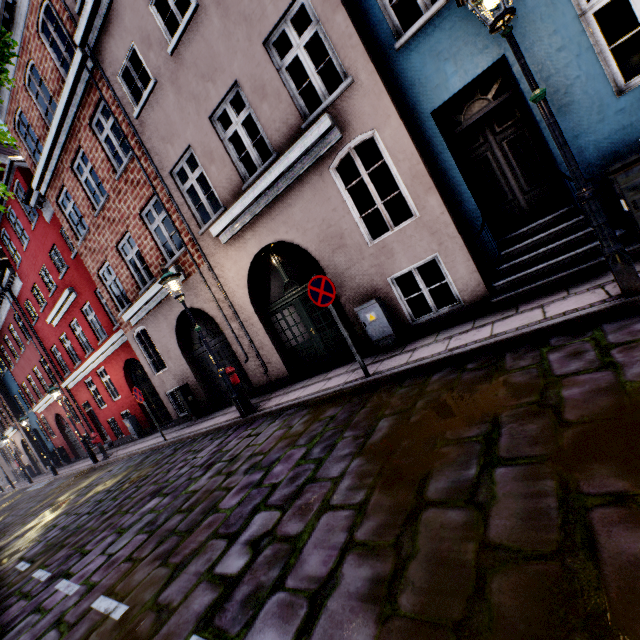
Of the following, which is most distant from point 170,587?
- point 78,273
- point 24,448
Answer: point 24,448

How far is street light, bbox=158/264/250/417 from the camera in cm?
720

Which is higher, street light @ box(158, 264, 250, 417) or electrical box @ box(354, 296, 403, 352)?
street light @ box(158, 264, 250, 417)

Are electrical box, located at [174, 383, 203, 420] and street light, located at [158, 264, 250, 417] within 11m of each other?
yes

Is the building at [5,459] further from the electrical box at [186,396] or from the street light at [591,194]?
the street light at [591,194]

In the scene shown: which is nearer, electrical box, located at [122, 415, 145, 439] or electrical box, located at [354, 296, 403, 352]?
electrical box, located at [354, 296, 403, 352]

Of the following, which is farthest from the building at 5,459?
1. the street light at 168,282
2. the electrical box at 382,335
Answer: the street light at 168,282

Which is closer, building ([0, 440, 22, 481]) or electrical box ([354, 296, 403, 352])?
electrical box ([354, 296, 403, 352])
